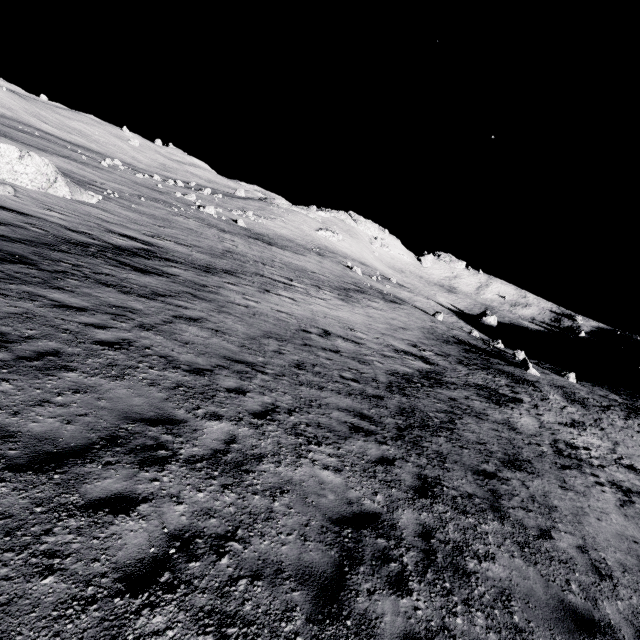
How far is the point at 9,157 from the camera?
19.4 meters
